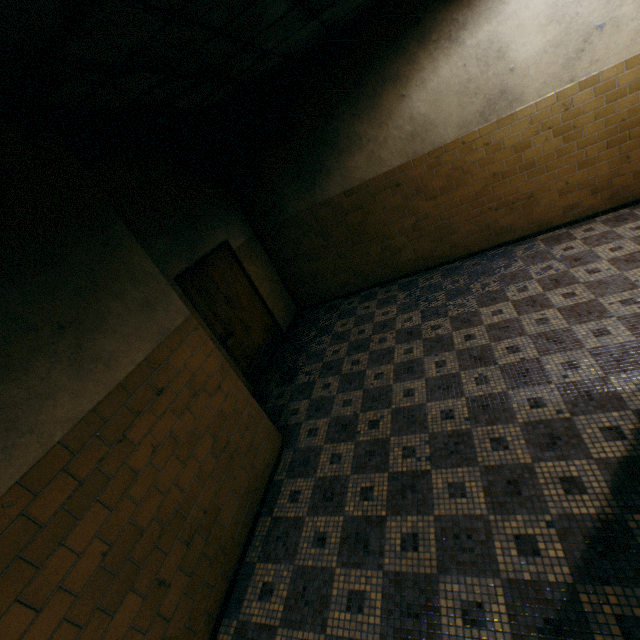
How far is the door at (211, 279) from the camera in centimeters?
485cm

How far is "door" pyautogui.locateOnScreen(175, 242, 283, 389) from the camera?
4.9m

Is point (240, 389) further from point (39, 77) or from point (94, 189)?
point (39, 77)
